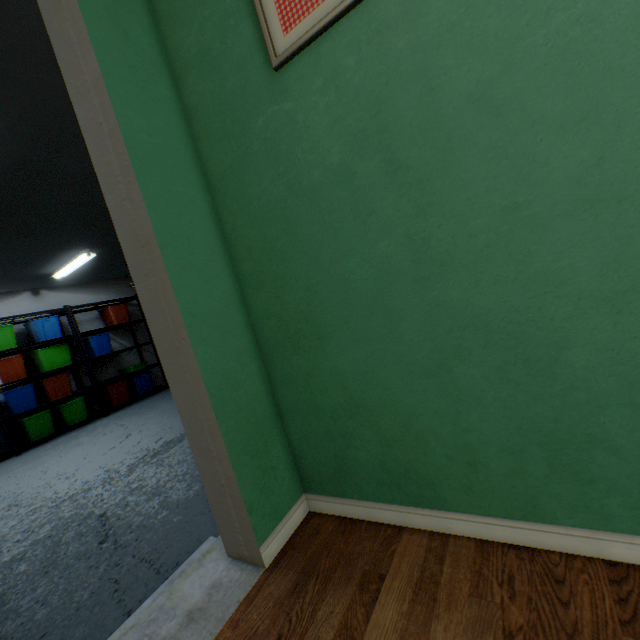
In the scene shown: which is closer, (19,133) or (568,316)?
(568,316)

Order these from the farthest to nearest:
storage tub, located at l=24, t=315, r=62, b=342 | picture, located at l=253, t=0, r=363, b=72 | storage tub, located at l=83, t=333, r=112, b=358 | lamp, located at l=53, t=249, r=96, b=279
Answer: storage tub, located at l=83, t=333, r=112, b=358 < storage tub, located at l=24, t=315, r=62, b=342 < lamp, located at l=53, t=249, r=96, b=279 < picture, located at l=253, t=0, r=363, b=72

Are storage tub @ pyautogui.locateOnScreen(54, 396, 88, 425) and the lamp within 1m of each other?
no

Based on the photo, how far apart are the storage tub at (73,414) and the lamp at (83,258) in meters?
2.0

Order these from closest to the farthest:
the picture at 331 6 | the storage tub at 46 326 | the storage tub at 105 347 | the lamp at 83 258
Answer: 1. the picture at 331 6
2. the lamp at 83 258
3. the storage tub at 46 326
4. the storage tub at 105 347

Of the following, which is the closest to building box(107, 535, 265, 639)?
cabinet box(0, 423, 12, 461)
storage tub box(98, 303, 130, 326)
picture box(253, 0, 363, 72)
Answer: picture box(253, 0, 363, 72)

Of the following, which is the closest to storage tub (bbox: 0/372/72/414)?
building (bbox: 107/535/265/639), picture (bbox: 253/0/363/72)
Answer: building (bbox: 107/535/265/639)

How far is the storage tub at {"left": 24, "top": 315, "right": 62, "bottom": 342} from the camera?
5.03m
